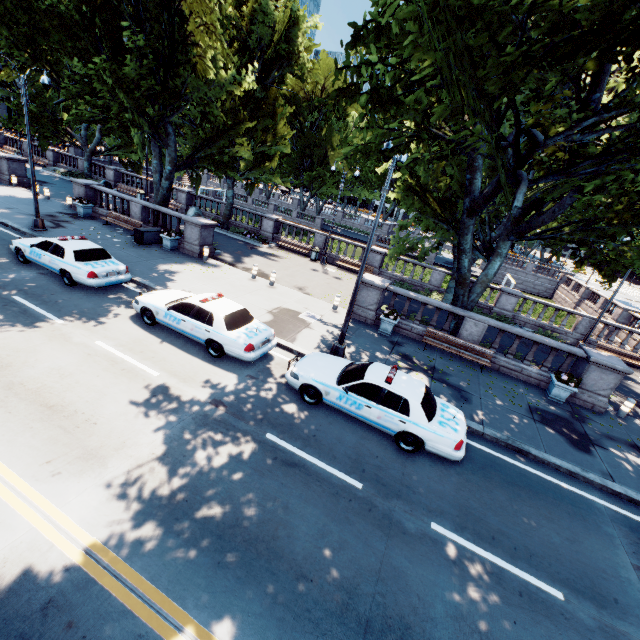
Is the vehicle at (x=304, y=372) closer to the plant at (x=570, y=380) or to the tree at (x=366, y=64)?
the tree at (x=366, y=64)

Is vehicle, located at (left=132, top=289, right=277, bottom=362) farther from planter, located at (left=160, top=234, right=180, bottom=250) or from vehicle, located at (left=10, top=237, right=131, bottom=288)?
planter, located at (left=160, top=234, right=180, bottom=250)

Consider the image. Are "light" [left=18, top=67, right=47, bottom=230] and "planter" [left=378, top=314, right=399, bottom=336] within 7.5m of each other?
no

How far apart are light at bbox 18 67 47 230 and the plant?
25.7m

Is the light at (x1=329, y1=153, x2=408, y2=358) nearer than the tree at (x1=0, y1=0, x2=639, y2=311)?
No

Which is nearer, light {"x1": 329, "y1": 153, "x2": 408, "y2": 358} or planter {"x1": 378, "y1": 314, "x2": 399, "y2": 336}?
light {"x1": 329, "y1": 153, "x2": 408, "y2": 358}

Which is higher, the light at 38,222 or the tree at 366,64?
the tree at 366,64

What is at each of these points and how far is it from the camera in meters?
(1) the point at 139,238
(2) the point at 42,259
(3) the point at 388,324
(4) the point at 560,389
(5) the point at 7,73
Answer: (1) container, 18.8
(2) vehicle, 12.7
(3) planter, 15.0
(4) planter, 12.9
(5) tree, 17.6
